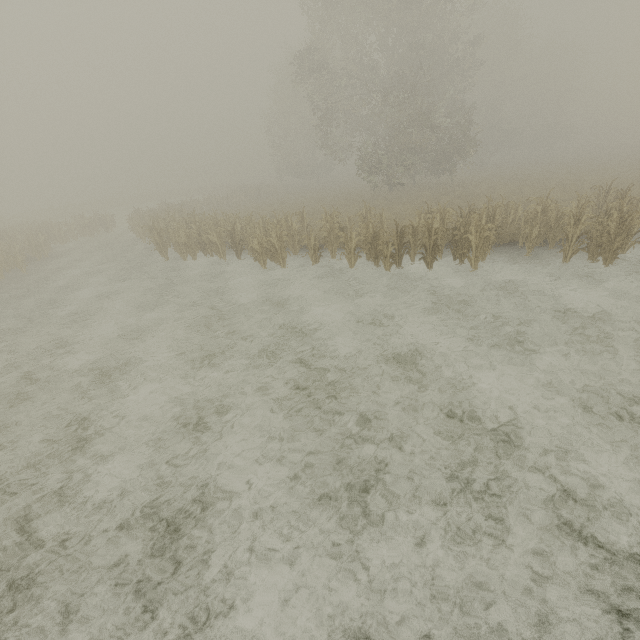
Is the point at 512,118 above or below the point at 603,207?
above
